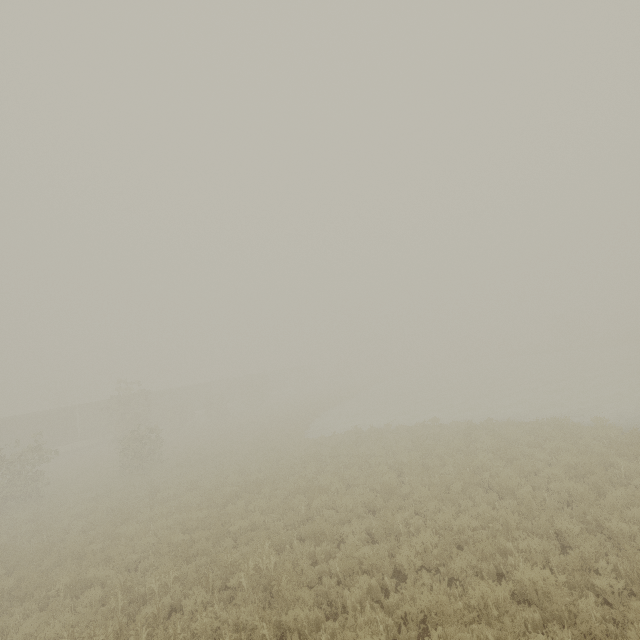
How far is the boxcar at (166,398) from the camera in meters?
42.2

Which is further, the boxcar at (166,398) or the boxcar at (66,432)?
the boxcar at (166,398)

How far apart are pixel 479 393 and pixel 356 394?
18.37m

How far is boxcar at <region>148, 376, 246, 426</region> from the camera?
42.19m

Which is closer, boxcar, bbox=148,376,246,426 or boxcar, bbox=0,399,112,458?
boxcar, bbox=0,399,112,458
